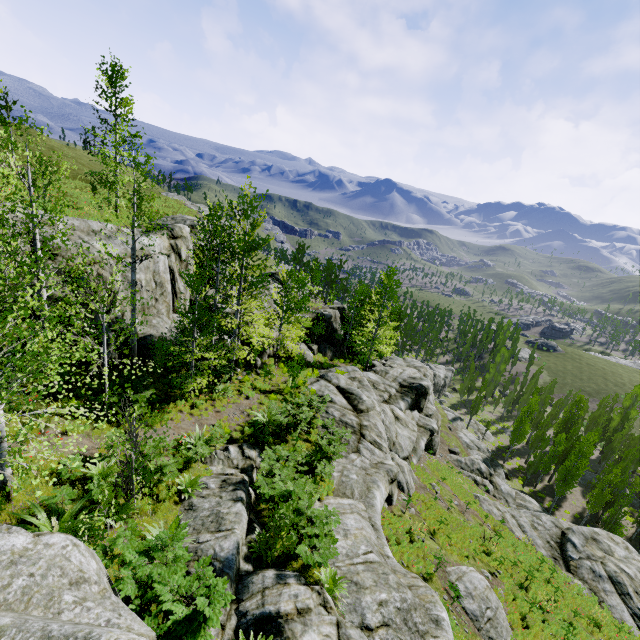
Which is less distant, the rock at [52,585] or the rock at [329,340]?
the rock at [52,585]

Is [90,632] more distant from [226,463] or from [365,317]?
[365,317]

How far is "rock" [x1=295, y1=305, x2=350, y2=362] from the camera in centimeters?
3278cm

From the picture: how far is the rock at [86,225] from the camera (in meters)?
13.28

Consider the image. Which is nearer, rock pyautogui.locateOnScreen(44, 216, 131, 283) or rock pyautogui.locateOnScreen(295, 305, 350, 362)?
rock pyautogui.locateOnScreen(44, 216, 131, 283)
